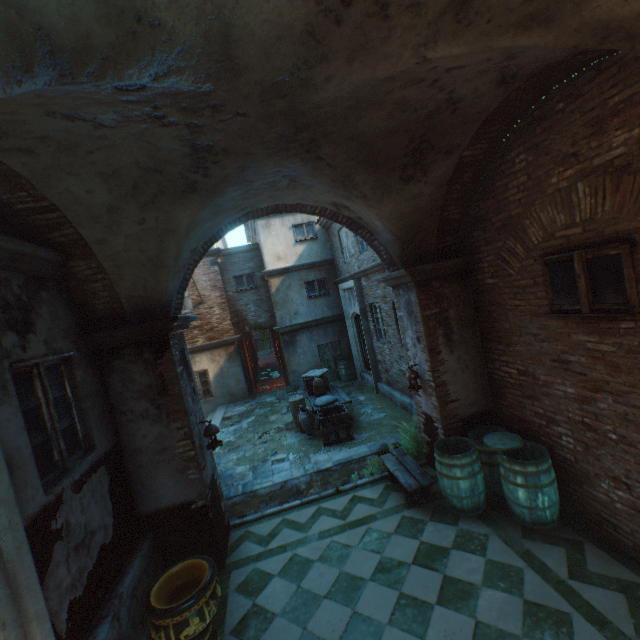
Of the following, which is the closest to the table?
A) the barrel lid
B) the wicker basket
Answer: the barrel lid

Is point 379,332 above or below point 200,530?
above

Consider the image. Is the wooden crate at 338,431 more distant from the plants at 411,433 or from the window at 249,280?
the window at 249,280

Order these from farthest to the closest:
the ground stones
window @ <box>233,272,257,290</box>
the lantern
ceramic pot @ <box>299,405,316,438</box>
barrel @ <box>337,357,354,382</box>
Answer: window @ <box>233,272,257,290</box> → barrel @ <box>337,357,354,382</box> → ceramic pot @ <box>299,405,316,438</box> → the ground stones → the lantern

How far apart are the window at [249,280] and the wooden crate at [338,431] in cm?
784

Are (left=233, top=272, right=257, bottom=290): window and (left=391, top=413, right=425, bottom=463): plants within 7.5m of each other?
no

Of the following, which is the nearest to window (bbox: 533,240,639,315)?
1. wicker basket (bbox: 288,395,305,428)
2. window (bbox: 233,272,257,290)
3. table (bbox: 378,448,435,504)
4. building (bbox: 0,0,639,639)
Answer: building (bbox: 0,0,639,639)

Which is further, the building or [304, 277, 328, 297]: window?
[304, 277, 328, 297]: window
